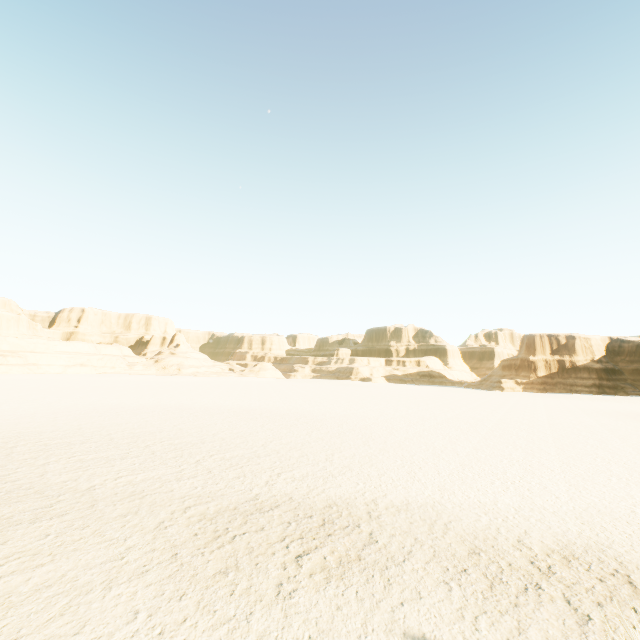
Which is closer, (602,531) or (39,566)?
(39,566)
